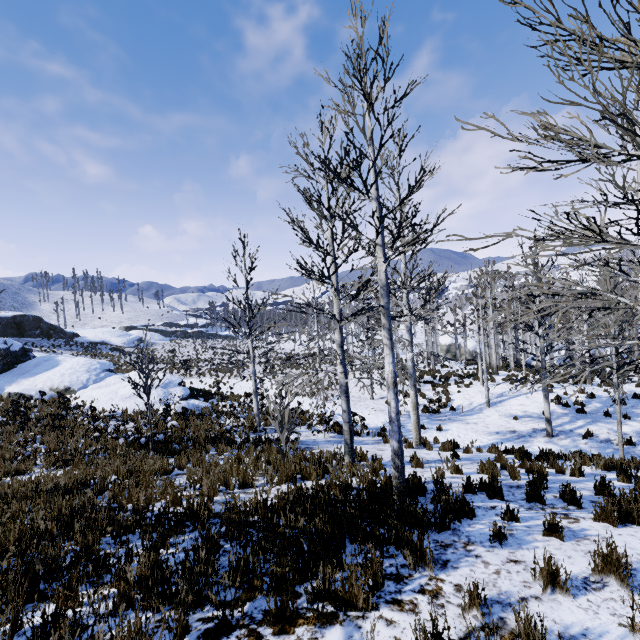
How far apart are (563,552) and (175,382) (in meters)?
20.86

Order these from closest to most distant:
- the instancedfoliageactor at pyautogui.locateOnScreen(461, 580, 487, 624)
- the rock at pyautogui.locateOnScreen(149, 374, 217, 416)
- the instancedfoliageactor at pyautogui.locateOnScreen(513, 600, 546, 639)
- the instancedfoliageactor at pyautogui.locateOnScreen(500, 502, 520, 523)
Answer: the instancedfoliageactor at pyautogui.locateOnScreen(513, 600, 546, 639) → the instancedfoliageactor at pyautogui.locateOnScreen(461, 580, 487, 624) → the instancedfoliageactor at pyautogui.locateOnScreen(500, 502, 520, 523) → the rock at pyautogui.locateOnScreen(149, 374, 217, 416)

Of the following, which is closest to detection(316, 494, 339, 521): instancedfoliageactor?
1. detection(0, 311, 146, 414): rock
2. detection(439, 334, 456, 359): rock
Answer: detection(0, 311, 146, 414): rock

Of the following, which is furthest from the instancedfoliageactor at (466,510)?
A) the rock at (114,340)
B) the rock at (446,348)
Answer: the rock at (446,348)

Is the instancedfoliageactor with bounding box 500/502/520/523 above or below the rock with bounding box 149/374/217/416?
above

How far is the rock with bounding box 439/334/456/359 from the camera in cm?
4416

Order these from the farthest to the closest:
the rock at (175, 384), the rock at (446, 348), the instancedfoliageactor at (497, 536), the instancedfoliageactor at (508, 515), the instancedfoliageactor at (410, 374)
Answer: the rock at (446, 348), the rock at (175, 384), the instancedfoliageactor at (508, 515), the instancedfoliageactor at (497, 536), the instancedfoliageactor at (410, 374)

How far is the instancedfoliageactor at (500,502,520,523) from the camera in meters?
4.6
